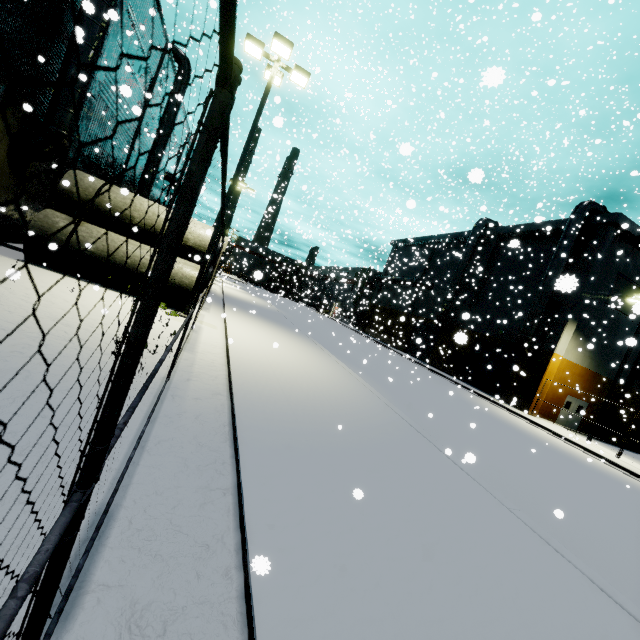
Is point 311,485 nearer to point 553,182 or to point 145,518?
point 145,518

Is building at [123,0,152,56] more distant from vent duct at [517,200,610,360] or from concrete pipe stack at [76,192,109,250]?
concrete pipe stack at [76,192,109,250]

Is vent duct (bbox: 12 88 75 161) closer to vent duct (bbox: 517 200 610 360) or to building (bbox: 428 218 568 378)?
building (bbox: 428 218 568 378)

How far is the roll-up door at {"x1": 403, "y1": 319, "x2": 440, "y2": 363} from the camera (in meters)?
36.22

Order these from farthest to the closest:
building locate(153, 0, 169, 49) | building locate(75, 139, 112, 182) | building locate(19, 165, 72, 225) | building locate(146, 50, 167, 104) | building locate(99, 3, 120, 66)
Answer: building locate(146, 50, 167, 104)
building locate(153, 0, 169, 49)
building locate(75, 139, 112, 182)
building locate(99, 3, 120, 66)
building locate(19, 165, 72, 225)

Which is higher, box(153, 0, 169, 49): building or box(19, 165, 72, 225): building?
box(153, 0, 169, 49): building

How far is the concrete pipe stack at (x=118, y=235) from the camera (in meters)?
11.70

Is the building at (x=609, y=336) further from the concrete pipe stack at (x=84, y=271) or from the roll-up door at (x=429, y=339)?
the concrete pipe stack at (x=84, y=271)
